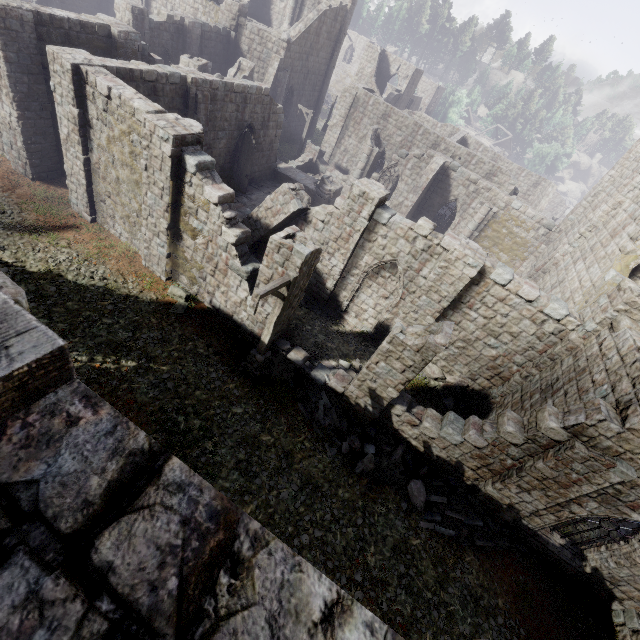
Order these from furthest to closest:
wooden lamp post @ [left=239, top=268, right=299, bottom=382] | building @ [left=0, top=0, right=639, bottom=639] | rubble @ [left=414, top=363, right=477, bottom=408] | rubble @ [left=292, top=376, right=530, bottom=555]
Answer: rubble @ [left=414, top=363, right=477, bottom=408] → rubble @ [left=292, top=376, right=530, bottom=555] → building @ [left=0, top=0, right=639, bottom=639] → wooden lamp post @ [left=239, top=268, right=299, bottom=382]

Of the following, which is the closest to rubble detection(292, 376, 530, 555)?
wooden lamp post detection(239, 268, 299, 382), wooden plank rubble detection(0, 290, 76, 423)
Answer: wooden lamp post detection(239, 268, 299, 382)

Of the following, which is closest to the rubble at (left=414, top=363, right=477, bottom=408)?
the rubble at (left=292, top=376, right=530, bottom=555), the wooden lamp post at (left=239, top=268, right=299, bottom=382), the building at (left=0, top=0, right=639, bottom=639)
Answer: the building at (left=0, top=0, right=639, bottom=639)

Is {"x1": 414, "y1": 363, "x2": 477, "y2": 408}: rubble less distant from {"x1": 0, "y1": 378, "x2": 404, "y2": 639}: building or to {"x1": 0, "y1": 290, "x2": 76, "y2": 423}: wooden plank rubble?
{"x1": 0, "y1": 378, "x2": 404, "y2": 639}: building

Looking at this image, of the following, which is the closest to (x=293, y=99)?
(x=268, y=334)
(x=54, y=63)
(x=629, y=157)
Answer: (x=54, y=63)

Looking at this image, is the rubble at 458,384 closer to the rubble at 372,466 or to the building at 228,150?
the building at 228,150

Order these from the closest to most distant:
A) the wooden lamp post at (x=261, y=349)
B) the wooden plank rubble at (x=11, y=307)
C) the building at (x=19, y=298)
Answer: the wooden plank rubble at (x=11, y=307), the building at (x=19, y=298), the wooden lamp post at (x=261, y=349)

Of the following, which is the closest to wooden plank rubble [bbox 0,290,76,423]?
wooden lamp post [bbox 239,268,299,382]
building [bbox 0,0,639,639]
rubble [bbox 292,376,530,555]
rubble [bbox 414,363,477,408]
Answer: building [bbox 0,0,639,639]
